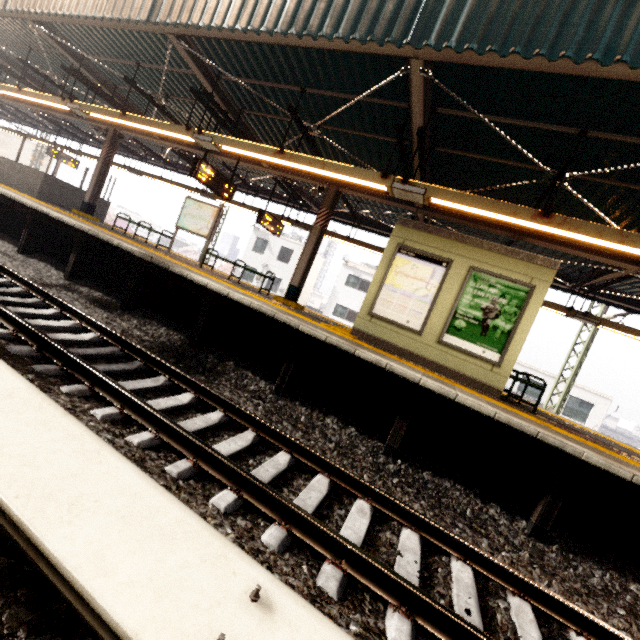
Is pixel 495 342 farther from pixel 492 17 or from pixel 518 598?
pixel 492 17

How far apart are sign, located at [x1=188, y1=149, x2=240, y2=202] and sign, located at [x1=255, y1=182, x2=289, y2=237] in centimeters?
168cm

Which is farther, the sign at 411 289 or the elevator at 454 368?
the sign at 411 289

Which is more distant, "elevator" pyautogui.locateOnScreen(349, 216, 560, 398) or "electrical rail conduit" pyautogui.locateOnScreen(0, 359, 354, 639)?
"elevator" pyautogui.locateOnScreen(349, 216, 560, 398)

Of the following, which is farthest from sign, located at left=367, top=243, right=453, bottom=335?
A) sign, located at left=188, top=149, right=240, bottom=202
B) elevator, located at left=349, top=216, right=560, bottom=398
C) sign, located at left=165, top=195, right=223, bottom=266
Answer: sign, located at left=165, top=195, right=223, bottom=266

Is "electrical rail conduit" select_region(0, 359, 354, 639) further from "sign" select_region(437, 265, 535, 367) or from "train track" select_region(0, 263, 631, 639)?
"sign" select_region(437, 265, 535, 367)

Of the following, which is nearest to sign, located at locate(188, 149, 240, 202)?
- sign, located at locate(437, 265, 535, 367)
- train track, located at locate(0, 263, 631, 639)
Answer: train track, located at locate(0, 263, 631, 639)

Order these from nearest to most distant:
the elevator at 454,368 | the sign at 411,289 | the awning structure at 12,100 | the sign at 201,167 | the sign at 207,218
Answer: the awning structure at 12,100 < the elevator at 454,368 < the sign at 411,289 < the sign at 201,167 < the sign at 207,218
